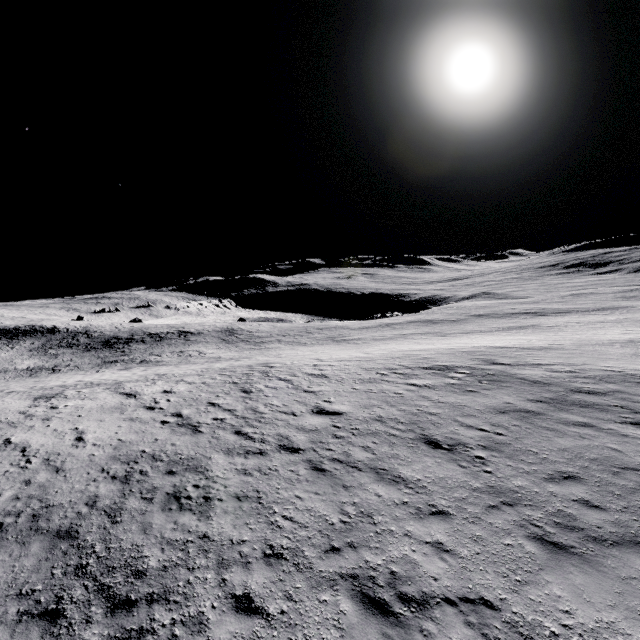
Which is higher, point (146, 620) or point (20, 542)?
point (20, 542)
